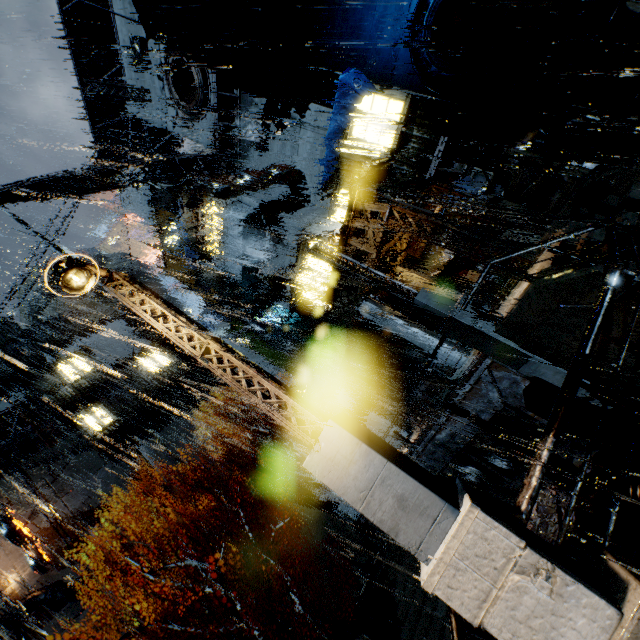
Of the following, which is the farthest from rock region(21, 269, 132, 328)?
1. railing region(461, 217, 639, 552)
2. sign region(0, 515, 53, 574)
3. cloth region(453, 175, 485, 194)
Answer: railing region(461, 217, 639, 552)

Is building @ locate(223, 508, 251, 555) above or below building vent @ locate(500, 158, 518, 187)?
above

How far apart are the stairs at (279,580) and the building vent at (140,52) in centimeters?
3820cm

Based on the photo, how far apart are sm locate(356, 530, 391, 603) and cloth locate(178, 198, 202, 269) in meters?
25.3

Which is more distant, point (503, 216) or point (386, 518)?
point (503, 216)

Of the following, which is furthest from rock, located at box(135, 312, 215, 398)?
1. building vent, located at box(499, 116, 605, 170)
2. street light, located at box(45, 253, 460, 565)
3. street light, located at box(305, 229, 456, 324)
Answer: street light, located at box(45, 253, 460, 565)

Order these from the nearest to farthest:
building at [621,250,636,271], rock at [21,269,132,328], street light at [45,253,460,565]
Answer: street light at [45,253,460,565] < building at [621,250,636,271] < rock at [21,269,132,328]

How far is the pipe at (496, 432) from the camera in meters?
10.6 m
